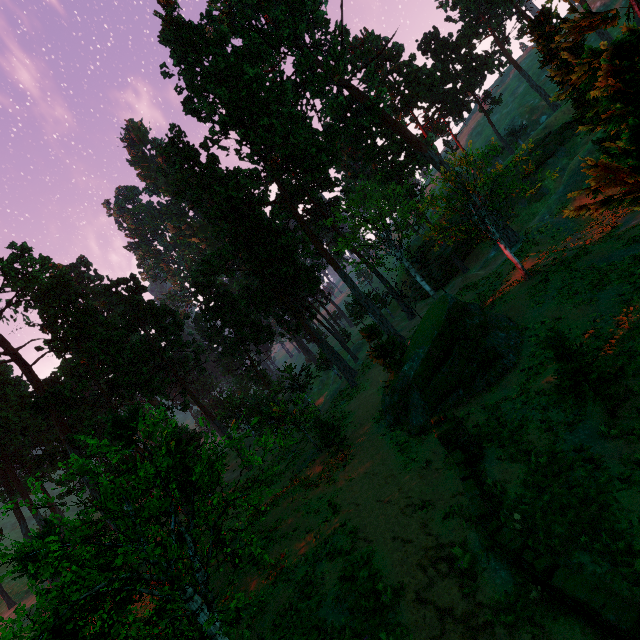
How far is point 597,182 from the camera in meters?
11.3

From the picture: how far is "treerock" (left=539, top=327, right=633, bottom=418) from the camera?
10.4m

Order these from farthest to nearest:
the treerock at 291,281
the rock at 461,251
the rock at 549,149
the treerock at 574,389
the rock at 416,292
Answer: the rock at 416,292, the rock at 461,251, the rock at 549,149, the treerock at 574,389, the treerock at 291,281

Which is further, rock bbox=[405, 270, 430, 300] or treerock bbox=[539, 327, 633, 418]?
rock bbox=[405, 270, 430, 300]

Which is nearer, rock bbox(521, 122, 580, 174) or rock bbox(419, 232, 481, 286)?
rock bbox(521, 122, 580, 174)

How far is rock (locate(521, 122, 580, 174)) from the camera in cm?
3825

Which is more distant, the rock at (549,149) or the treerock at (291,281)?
the rock at (549,149)
